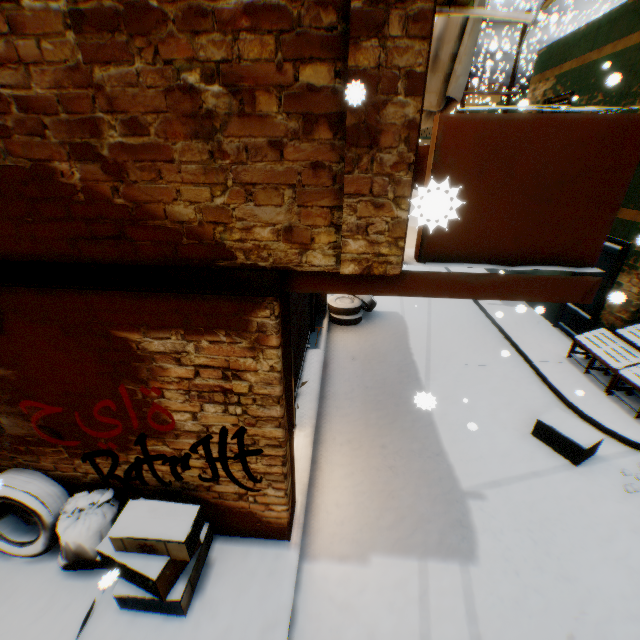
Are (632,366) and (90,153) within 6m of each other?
no

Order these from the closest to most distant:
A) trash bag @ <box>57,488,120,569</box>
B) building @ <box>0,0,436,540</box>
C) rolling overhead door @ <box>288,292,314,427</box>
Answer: building @ <box>0,0,436,540</box> → trash bag @ <box>57,488,120,569</box> → rolling overhead door @ <box>288,292,314,427</box>

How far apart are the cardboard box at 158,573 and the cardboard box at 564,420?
4.76m

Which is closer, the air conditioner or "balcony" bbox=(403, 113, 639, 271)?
"balcony" bbox=(403, 113, 639, 271)

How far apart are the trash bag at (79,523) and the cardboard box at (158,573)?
0.1 meters

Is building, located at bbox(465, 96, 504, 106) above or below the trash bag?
above

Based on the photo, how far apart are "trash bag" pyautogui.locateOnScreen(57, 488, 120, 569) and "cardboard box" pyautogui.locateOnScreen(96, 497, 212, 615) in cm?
11

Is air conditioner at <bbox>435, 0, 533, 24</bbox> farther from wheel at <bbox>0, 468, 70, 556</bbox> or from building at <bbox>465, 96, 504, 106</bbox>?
wheel at <bbox>0, 468, 70, 556</bbox>
